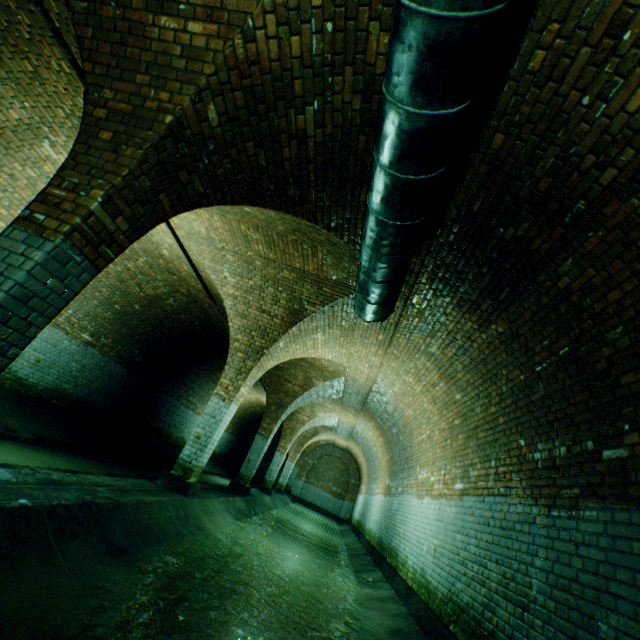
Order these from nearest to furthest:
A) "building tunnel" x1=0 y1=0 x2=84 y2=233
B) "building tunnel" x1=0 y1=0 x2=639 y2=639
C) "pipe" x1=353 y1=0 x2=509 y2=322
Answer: "pipe" x1=353 y1=0 x2=509 y2=322 < "building tunnel" x1=0 y1=0 x2=639 y2=639 < "building tunnel" x1=0 y1=0 x2=84 y2=233

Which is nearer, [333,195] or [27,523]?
[27,523]

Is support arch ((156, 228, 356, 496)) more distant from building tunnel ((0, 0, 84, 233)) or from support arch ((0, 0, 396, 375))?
support arch ((0, 0, 396, 375))

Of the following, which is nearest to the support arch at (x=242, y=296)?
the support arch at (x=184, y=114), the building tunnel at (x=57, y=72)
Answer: the building tunnel at (x=57, y=72)

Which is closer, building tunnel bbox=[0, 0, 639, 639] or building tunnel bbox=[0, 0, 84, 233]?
building tunnel bbox=[0, 0, 639, 639]

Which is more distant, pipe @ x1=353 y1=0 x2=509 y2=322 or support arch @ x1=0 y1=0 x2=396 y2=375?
support arch @ x1=0 y1=0 x2=396 y2=375

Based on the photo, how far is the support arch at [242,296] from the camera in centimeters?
638cm
